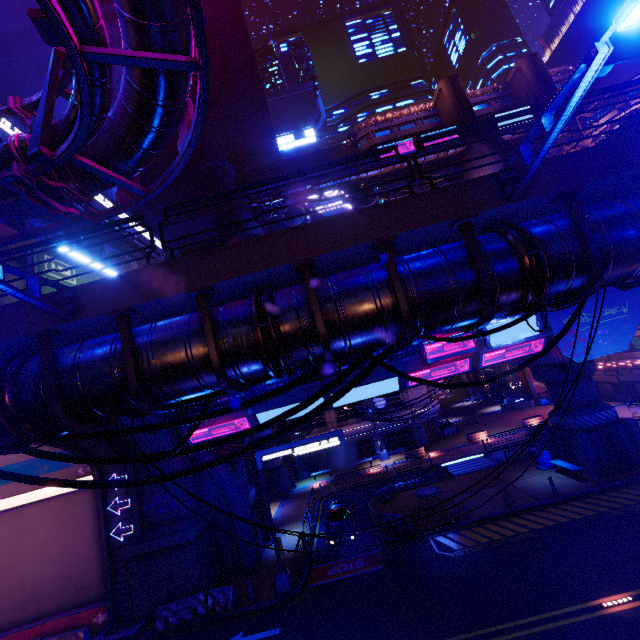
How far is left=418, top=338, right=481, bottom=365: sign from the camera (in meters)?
20.30

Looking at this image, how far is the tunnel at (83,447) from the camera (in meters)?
17.84

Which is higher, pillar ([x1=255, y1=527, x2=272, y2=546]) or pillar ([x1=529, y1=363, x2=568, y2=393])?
pillar ([x1=529, y1=363, x2=568, y2=393])

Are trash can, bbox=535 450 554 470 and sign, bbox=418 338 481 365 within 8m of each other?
no

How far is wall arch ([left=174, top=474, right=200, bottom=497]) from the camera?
19.8 meters

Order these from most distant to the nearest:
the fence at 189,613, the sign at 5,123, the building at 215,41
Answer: the building at 215,41 → the fence at 189,613 → the sign at 5,123

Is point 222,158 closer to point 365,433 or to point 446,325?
point 365,433

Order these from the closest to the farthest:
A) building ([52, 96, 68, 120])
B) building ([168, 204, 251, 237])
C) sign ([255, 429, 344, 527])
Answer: sign ([255, 429, 344, 527]) < building ([52, 96, 68, 120]) < building ([168, 204, 251, 237])
